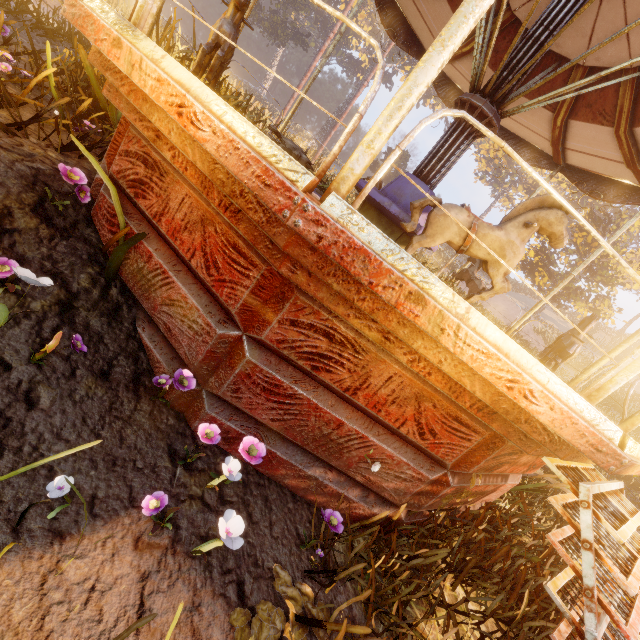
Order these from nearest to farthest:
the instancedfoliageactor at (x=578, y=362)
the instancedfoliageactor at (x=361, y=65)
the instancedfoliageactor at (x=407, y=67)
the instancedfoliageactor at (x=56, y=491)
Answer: the instancedfoliageactor at (x=56, y=491) < the instancedfoliageactor at (x=578, y=362) < the instancedfoliageactor at (x=407, y=67) < the instancedfoliageactor at (x=361, y=65)

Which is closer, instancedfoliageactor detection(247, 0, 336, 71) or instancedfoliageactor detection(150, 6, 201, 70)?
instancedfoliageactor detection(150, 6, 201, 70)

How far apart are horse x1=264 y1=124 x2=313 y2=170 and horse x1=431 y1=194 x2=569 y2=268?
2.13m

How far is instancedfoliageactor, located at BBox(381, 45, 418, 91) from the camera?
35.8m

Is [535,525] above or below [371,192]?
below

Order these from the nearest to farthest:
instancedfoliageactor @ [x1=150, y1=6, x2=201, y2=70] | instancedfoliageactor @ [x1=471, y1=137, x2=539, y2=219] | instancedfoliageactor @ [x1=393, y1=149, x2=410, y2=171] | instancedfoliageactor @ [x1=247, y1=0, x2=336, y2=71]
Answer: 1. instancedfoliageactor @ [x1=150, y1=6, x2=201, y2=70]
2. instancedfoliageactor @ [x1=247, y1=0, x2=336, y2=71]
3. instancedfoliageactor @ [x1=471, y1=137, x2=539, y2=219]
4. instancedfoliageactor @ [x1=393, y1=149, x2=410, y2=171]

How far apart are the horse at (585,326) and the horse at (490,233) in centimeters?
195cm

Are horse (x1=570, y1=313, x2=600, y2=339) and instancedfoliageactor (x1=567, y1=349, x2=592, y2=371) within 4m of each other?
no
